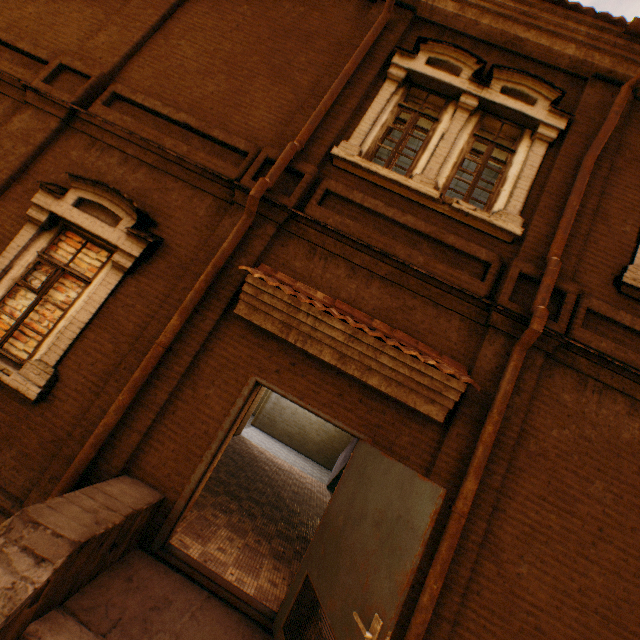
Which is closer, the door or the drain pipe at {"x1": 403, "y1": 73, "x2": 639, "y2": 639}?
the door

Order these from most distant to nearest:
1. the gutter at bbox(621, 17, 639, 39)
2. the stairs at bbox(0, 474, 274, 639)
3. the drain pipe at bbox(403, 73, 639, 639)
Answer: the gutter at bbox(621, 17, 639, 39), the drain pipe at bbox(403, 73, 639, 639), the stairs at bbox(0, 474, 274, 639)

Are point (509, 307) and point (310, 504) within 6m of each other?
no

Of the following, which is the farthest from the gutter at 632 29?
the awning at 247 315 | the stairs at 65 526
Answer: the stairs at 65 526

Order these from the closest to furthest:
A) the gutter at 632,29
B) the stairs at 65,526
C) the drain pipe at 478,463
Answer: the stairs at 65,526, the drain pipe at 478,463, the gutter at 632,29

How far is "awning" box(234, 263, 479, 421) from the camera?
3.7 meters

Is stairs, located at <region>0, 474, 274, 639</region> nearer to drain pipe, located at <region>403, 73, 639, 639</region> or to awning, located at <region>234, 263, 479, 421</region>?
drain pipe, located at <region>403, 73, 639, 639</region>

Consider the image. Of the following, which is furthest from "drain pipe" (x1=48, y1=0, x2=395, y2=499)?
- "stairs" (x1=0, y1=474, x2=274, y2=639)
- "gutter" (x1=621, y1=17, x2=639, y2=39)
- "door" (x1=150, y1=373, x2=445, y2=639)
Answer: "gutter" (x1=621, y1=17, x2=639, y2=39)
